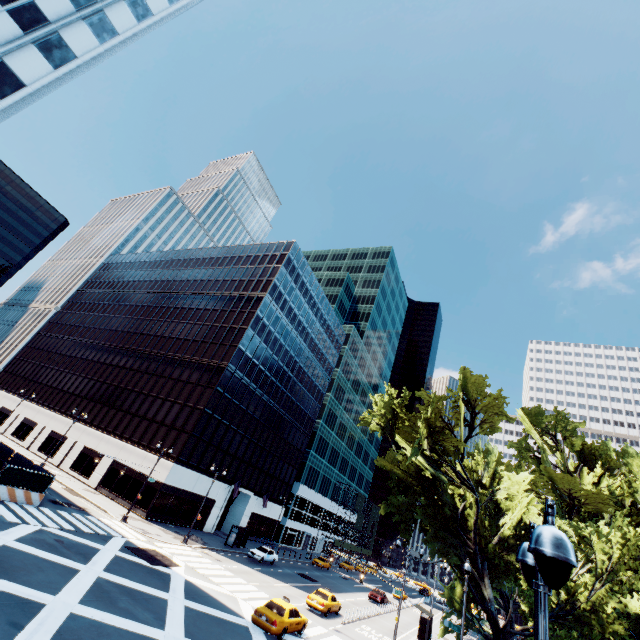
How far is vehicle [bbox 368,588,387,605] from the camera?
42.2m

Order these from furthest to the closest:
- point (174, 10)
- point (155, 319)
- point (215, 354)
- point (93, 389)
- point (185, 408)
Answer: point (155, 319)
point (93, 389)
point (215, 354)
point (185, 408)
point (174, 10)

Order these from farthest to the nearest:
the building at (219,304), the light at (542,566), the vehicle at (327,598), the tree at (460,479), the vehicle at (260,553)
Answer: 1. the building at (219,304)
2. the vehicle at (260,553)
3. the vehicle at (327,598)
4. the tree at (460,479)
5. the light at (542,566)

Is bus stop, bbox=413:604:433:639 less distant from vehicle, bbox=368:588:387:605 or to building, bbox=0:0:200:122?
vehicle, bbox=368:588:387:605

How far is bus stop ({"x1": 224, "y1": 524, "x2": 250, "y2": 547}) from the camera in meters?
39.1

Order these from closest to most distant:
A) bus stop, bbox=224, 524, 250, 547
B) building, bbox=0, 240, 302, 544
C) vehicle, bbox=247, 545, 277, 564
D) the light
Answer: the light
vehicle, bbox=247, 545, 277, 564
bus stop, bbox=224, 524, 250, 547
building, bbox=0, 240, 302, 544

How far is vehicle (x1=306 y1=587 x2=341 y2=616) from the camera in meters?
27.1 m

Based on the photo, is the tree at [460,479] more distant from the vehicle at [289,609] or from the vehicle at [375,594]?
the vehicle at [375,594]
